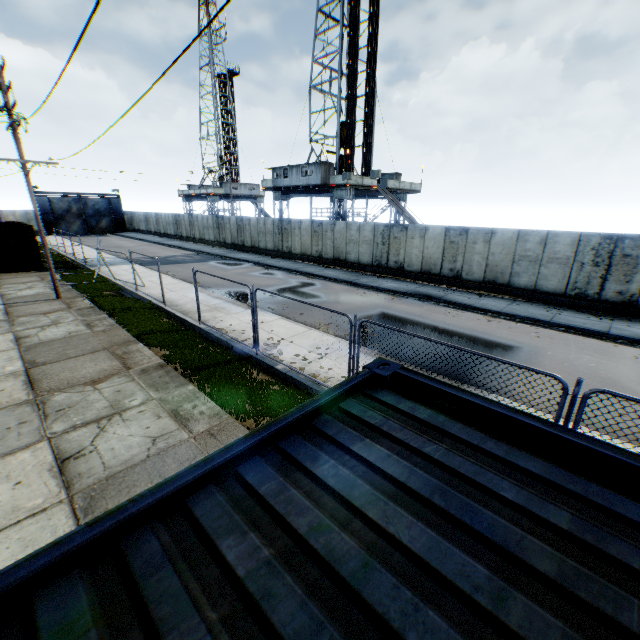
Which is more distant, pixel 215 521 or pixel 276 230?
pixel 276 230

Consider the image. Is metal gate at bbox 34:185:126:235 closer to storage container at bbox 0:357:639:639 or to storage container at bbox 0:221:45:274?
storage container at bbox 0:221:45:274

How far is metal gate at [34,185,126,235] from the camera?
47.00m

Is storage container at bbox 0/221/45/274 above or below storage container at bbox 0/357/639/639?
below

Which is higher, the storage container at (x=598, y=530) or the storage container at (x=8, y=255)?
the storage container at (x=598, y=530)

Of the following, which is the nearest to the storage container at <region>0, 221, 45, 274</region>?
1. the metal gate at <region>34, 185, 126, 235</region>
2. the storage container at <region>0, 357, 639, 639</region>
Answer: the metal gate at <region>34, 185, 126, 235</region>

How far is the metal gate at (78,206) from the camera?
47.0m
